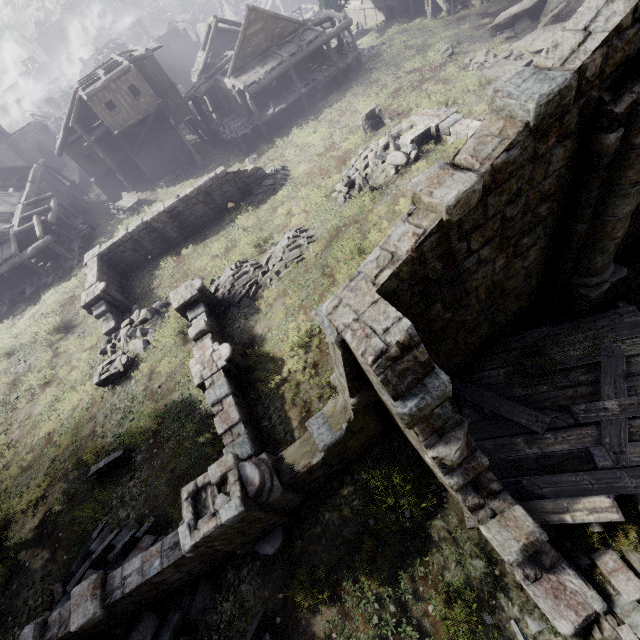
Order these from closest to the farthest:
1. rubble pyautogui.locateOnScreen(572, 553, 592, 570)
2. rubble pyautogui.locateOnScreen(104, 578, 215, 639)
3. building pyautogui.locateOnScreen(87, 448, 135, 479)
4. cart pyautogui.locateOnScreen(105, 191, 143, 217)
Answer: rubble pyautogui.locateOnScreen(572, 553, 592, 570)
rubble pyautogui.locateOnScreen(104, 578, 215, 639)
building pyautogui.locateOnScreen(87, 448, 135, 479)
cart pyautogui.locateOnScreen(105, 191, 143, 217)

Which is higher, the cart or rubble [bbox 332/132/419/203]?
rubble [bbox 332/132/419/203]

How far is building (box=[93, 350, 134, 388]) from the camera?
14.5 meters

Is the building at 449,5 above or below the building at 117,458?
below

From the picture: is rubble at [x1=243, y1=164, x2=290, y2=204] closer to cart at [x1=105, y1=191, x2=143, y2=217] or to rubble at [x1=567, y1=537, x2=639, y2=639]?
cart at [x1=105, y1=191, x2=143, y2=217]

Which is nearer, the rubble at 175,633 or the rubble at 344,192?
the rubble at 175,633

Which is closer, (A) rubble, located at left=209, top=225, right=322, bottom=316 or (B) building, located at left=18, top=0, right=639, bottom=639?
(B) building, located at left=18, top=0, right=639, bottom=639

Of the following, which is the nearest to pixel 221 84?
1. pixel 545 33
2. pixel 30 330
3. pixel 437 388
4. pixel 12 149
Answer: pixel 545 33
